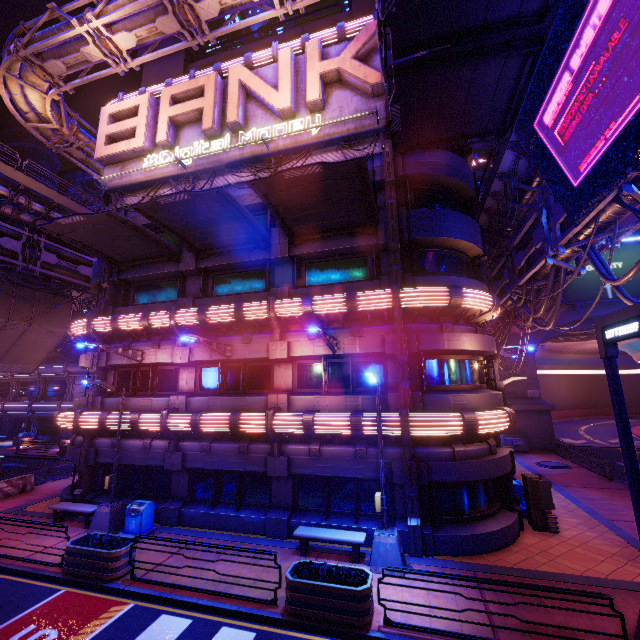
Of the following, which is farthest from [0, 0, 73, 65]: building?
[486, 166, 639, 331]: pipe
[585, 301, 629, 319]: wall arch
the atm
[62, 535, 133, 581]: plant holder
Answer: the atm

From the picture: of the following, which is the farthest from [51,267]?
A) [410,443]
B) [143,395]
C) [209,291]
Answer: [410,443]

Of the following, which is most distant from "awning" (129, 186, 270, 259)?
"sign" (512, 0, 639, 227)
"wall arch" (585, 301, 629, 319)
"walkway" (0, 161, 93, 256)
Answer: "wall arch" (585, 301, 629, 319)

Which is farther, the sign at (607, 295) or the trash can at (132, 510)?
the sign at (607, 295)

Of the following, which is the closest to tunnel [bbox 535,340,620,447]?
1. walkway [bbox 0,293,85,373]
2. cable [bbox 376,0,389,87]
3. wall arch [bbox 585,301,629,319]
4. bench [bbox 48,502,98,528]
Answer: wall arch [bbox 585,301,629,319]

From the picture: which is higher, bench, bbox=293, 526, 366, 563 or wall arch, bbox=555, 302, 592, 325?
wall arch, bbox=555, 302, 592, 325

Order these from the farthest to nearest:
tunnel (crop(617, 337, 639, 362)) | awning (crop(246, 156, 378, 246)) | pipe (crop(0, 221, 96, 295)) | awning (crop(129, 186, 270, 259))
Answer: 1. tunnel (crop(617, 337, 639, 362))
2. pipe (crop(0, 221, 96, 295))
3. awning (crop(129, 186, 270, 259))
4. awning (crop(246, 156, 378, 246))

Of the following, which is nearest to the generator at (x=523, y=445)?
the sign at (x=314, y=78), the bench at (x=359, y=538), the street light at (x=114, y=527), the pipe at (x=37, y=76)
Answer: the bench at (x=359, y=538)
